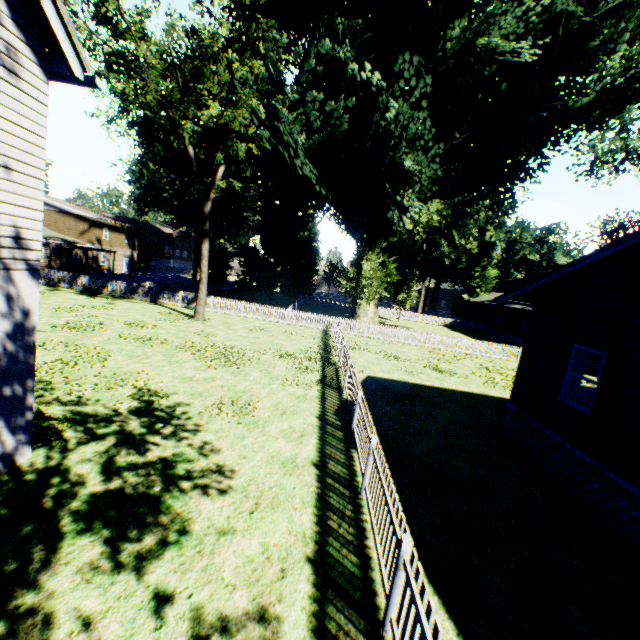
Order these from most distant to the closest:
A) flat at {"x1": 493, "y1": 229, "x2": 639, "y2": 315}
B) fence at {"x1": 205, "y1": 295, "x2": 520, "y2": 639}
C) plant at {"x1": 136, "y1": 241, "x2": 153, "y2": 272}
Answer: plant at {"x1": 136, "y1": 241, "x2": 153, "y2": 272} → flat at {"x1": 493, "y1": 229, "x2": 639, "y2": 315} → fence at {"x1": 205, "y1": 295, "x2": 520, "y2": 639}

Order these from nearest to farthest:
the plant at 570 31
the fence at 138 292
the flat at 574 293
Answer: the flat at 574 293 → the plant at 570 31 → the fence at 138 292

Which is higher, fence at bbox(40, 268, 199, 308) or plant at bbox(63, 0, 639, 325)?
plant at bbox(63, 0, 639, 325)

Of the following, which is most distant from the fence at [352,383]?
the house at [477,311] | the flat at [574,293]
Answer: the flat at [574,293]

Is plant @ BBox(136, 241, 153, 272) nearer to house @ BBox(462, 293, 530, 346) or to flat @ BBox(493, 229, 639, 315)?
house @ BBox(462, 293, 530, 346)

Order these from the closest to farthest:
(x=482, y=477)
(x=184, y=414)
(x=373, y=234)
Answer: (x=482, y=477)
(x=184, y=414)
(x=373, y=234)

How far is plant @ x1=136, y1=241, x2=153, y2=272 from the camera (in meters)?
53.81

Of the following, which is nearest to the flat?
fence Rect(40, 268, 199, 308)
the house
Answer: fence Rect(40, 268, 199, 308)
